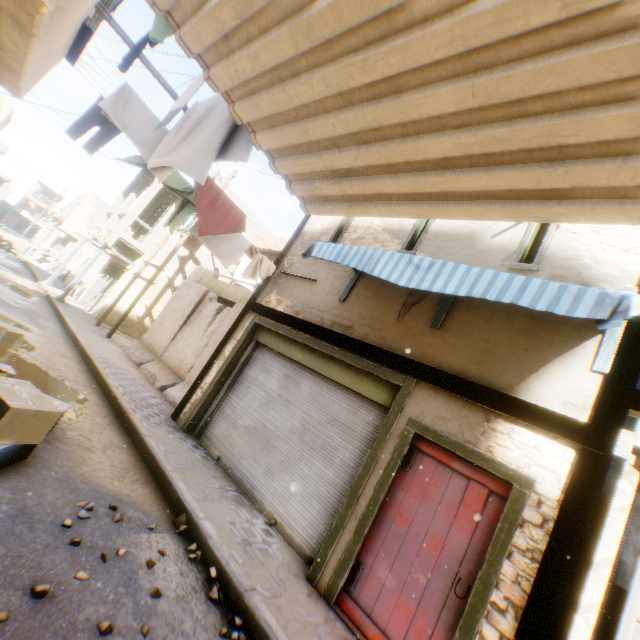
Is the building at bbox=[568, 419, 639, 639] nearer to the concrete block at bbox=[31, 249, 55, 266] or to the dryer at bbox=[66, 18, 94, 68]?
the dryer at bbox=[66, 18, 94, 68]

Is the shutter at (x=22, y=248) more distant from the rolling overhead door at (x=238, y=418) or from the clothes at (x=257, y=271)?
the rolling overhead door at (x=238, y=418)

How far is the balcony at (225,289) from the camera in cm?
1116

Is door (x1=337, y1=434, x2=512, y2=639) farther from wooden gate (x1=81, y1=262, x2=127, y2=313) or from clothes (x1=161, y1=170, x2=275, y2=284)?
wooden gate (x1=81, y1=262, x2=127, y2=313)

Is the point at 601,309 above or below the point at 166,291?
above

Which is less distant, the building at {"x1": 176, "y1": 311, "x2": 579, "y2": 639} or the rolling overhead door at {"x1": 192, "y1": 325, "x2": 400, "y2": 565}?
the building at {"x1": 176, "y1": 311, "x2": 579, "y2": 639}

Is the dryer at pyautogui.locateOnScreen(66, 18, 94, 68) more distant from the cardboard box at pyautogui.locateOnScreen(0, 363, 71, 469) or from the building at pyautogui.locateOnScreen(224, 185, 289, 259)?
the cardboard box at pyautogui.locateOnScreen(0, 363, 71, 469)

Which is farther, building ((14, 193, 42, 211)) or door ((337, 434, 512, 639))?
building ((14, 193, 42, 211))
